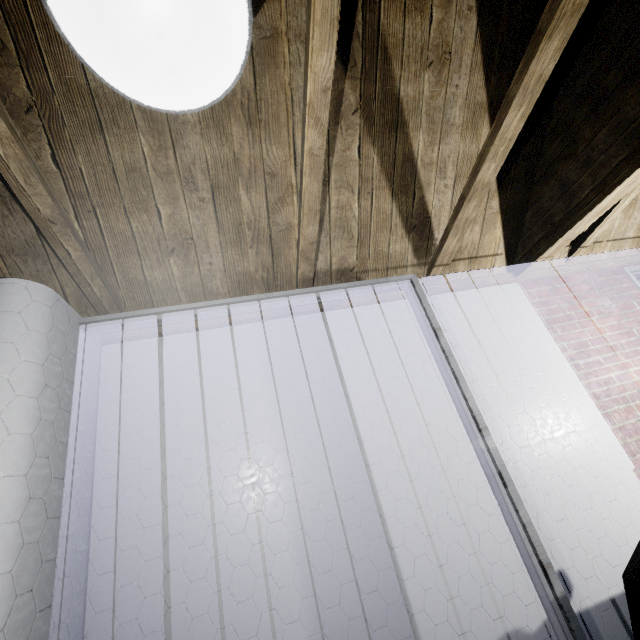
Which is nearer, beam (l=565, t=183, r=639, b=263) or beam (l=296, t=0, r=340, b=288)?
beam (l=296, t=0, r=340, b=288)

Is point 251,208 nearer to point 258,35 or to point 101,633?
point 258,35

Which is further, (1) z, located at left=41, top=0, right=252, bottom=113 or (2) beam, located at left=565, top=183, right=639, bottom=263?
(2) beam, located at left=565, top=183, right=639, bottom=263

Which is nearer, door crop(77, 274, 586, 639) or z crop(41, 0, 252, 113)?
z crop(41, 0, 252, 113)

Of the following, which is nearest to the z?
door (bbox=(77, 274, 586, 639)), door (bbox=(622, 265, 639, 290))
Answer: door (bbox=(77, 274, 586, 639))

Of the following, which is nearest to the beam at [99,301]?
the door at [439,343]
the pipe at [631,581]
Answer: the door at [439,343]

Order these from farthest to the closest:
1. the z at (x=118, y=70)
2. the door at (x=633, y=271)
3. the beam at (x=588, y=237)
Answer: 1. the door at (x=633, y=271)
2. the beam at (x=588, y=237)
3. the z at (x=118, y=70)

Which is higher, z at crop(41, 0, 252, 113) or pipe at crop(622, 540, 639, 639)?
z at crop(41, 0, 252, 113)
